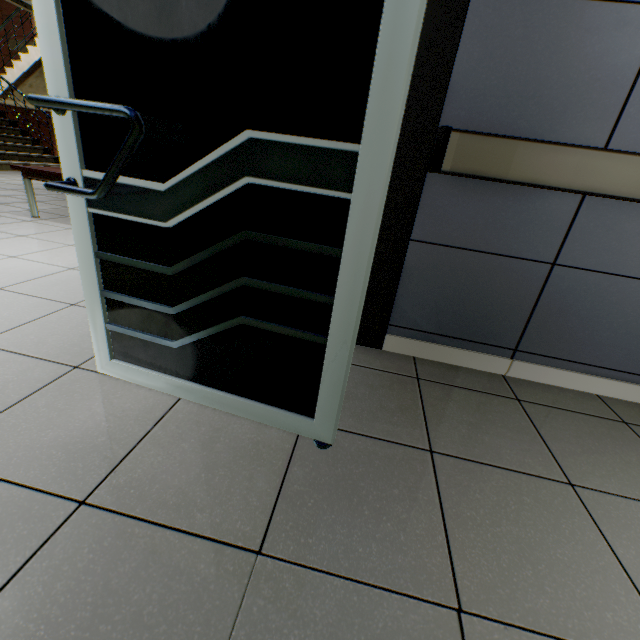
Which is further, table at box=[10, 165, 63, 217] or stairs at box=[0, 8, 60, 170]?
stairs at box=[0, 8, 60, 170]

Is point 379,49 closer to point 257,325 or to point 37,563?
point 257,325

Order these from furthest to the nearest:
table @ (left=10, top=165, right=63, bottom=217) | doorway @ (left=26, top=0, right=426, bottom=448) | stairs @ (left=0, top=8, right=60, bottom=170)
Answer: stairs @ (left=0, top=8, right=60, bottom=170) → table @ (left=10, top=165, right=63, bottom=217) → doorway @ (left=26, top=0, right=426, bottom=448)

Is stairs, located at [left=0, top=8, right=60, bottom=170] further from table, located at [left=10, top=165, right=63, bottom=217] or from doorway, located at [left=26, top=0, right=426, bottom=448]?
doorway, located at [left=26, top=0, right=426, bottom=448]

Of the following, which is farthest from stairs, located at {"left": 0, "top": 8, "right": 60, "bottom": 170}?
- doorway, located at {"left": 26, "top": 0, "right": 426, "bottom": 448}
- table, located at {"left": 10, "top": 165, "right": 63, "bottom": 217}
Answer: doorway, located at {"left": 26, "top": 0, "right": 426, "bottom": 448}

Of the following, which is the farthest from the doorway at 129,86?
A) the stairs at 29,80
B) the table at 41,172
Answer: the stairs at 29,80

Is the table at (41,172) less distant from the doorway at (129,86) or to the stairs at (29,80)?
the doorway at (129,86)
